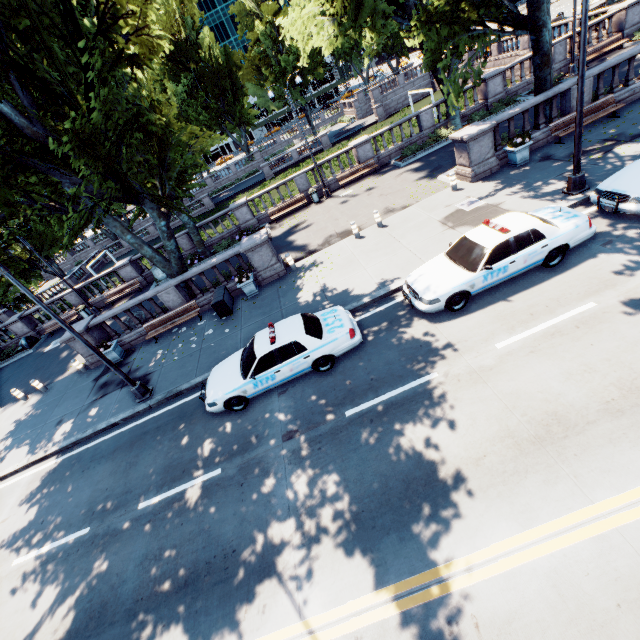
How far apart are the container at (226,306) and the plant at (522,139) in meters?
14.5

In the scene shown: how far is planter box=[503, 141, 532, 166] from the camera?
14.0 meters

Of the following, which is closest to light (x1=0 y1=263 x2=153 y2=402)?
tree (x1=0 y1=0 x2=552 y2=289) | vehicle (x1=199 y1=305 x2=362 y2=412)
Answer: tree (x1=0 y1=0 x2=552 y2=289)

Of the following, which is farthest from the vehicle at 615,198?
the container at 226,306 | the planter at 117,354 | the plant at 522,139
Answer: the planter at 117,354

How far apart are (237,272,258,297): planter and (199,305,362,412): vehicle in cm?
478

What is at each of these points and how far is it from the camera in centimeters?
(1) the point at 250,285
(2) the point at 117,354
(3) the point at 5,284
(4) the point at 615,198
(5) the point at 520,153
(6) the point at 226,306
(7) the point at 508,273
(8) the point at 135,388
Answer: (1) planter, 1523cm
(2) planter, 1588cm
(3) tree, 2575cm
(4) vehicle, 941cm
(5) planter, 1426cm
(6) container, 1471cm
(7) vehicle, 896cm
(8) light, 1214cm

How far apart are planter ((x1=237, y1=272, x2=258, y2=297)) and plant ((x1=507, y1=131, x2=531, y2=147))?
13.0 meters

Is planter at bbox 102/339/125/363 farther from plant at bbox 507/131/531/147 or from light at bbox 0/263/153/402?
plant at bbox 507/131/531/147
